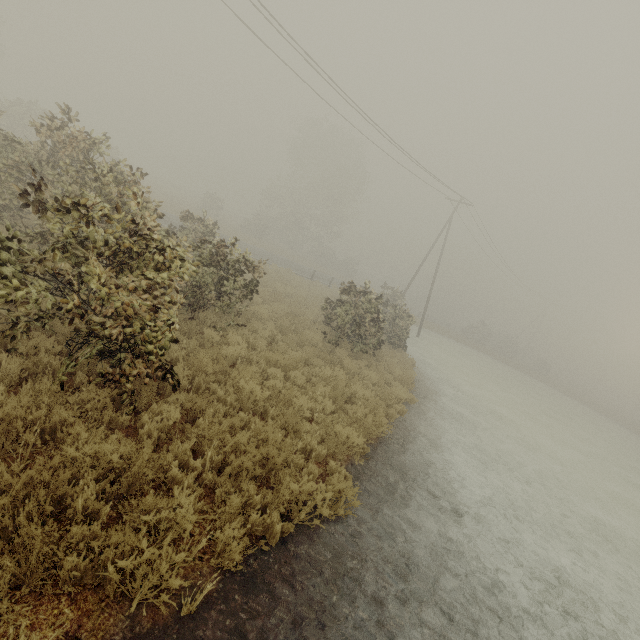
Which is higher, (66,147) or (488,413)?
(66,147)
